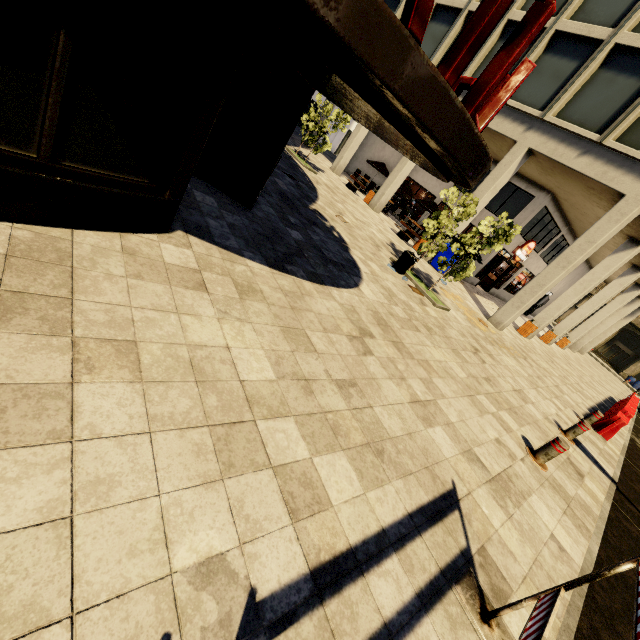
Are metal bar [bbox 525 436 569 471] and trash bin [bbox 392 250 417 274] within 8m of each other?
yes

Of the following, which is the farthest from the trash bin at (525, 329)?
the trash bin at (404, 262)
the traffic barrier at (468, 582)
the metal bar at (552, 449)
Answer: the traffic barrier at (468, 582)

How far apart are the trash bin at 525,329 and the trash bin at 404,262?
9.6m

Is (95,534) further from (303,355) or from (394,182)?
(394,182)

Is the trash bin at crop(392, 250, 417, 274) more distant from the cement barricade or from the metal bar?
the cement barricade

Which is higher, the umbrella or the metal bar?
the umbrella

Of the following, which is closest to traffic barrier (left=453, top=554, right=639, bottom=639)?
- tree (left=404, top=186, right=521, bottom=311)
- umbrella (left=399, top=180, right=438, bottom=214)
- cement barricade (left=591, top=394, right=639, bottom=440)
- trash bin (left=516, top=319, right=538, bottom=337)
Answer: tree (left=404, top=186, right=521, bottom=311)

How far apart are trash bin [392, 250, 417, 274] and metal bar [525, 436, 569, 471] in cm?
591
